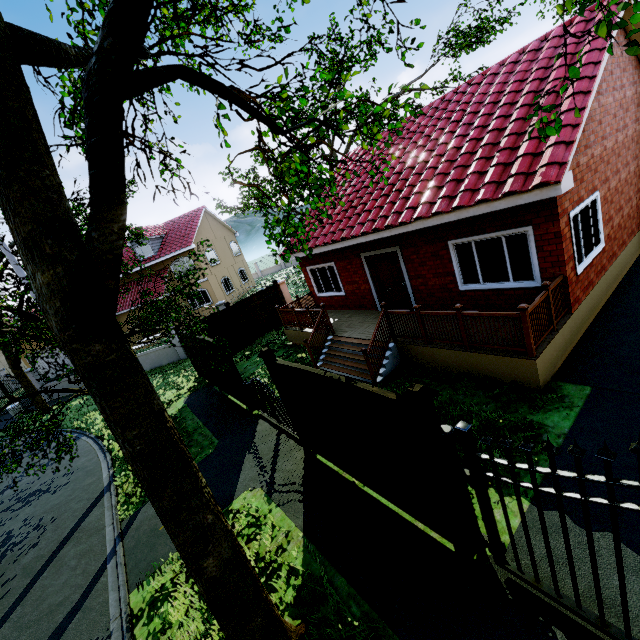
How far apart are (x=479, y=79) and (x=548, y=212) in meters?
6.6

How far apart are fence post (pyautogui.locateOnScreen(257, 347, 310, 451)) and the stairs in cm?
230

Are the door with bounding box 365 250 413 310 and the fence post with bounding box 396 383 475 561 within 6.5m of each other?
no

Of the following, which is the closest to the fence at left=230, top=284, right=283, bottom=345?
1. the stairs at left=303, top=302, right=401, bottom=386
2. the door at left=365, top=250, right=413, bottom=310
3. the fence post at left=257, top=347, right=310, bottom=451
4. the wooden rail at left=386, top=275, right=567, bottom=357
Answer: the fence post at left=257, top=347, right=310, bottom=451

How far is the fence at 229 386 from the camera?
10.22m

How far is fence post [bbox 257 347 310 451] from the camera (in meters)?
6.56

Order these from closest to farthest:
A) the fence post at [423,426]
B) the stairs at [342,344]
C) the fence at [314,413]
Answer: the fence post at [423,426] → the fence at [314,413] → the stairs at [342,344]

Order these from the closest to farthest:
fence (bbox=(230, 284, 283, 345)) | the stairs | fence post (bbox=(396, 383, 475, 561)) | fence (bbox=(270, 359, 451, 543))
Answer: fence post (bbox=(396, 383, 475, 561)) → fence (bbox=(270, 359, 451, 543)) → the stairs → fence (bbox=(230, 284, 283, 345))
